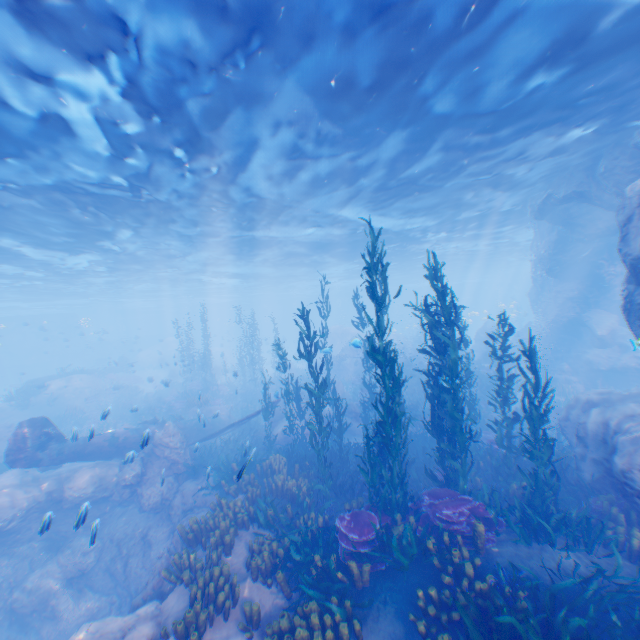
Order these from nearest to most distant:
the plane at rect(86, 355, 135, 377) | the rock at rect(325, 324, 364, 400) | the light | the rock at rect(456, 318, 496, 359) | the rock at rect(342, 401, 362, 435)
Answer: the light → the rock at rect(342, 401, 362, 435) → the rock at rect(325, 324, 364, 400) → the rock at rect(456, 318, 496, 359) → the plane at rect(86, 355, 135, 377)

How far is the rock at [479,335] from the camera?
28.7m

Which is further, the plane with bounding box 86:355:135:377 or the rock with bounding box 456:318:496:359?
the plane with bounding box 86:355:135:377

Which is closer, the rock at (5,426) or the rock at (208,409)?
the rock at (208,409)

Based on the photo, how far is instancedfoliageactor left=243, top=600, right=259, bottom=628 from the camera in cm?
645

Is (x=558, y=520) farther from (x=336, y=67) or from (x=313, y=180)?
(x=313, y=180)

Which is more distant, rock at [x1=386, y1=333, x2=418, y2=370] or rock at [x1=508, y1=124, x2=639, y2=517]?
rock at [x1=386, y1=333, x2=418, y2=370]

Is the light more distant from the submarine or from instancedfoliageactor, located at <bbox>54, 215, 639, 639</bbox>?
instancedfoliageactor, located at <bbox>54, 215, 639, 639</bbox>
